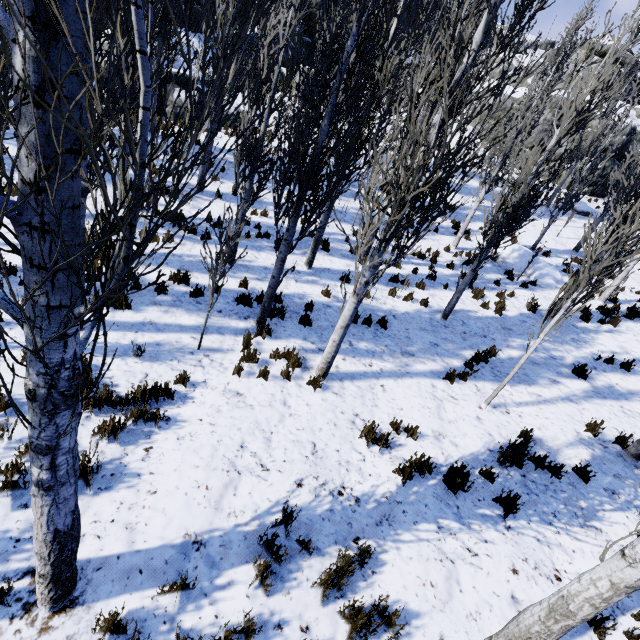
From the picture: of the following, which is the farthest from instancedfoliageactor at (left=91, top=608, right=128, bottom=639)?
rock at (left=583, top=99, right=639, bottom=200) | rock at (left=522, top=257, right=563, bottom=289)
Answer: rock at (left=522, top=257, right=563, bottom=289)

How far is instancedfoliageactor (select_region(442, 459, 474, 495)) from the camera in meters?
4.9 m

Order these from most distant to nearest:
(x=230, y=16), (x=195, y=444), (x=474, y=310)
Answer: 1. (x=474, y=310)
2. (x=230, y=16)
3. (x=195, y=444)

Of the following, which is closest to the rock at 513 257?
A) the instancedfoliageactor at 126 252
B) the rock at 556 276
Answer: the instancedfoliageactor at 126 252

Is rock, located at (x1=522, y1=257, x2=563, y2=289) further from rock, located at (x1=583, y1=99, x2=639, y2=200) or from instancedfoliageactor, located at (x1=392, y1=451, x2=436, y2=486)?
rock, located at (x1=583, y1=99, x2=639, y2=200)

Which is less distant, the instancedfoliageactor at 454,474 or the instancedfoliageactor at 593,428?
the instancedfoliageactor at 454,474
